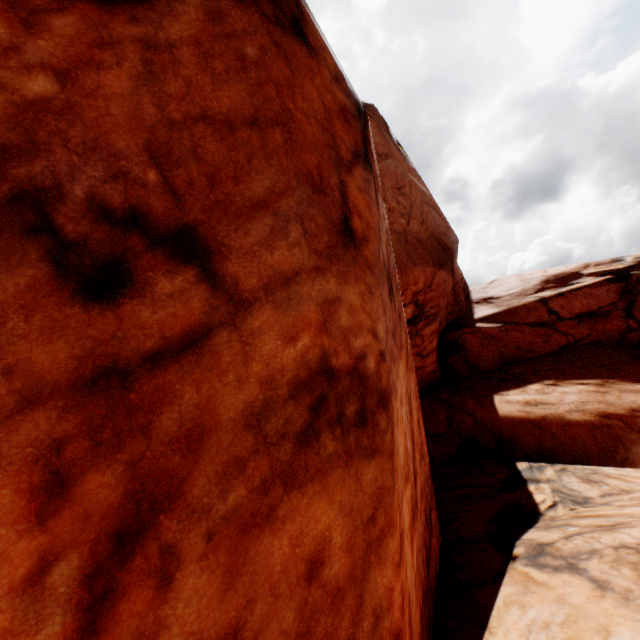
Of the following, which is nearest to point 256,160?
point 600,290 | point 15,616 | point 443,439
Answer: point 15,616
